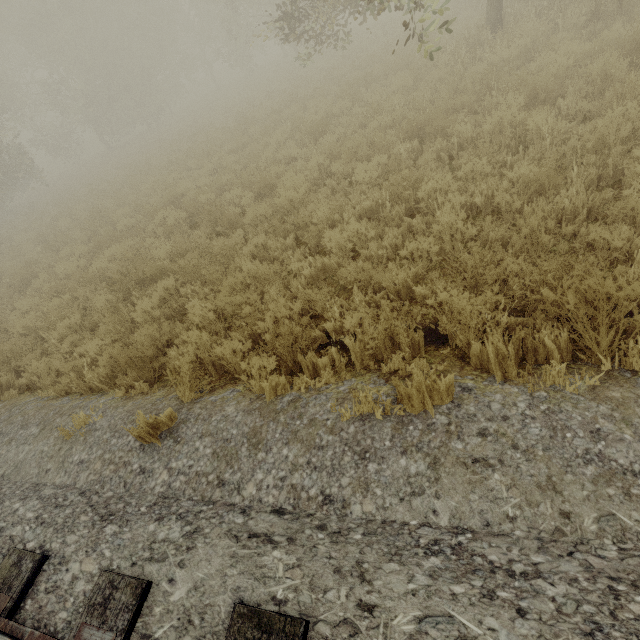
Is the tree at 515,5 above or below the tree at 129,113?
below

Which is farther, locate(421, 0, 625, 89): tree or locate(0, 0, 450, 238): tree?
locate(0, 0, 450, 238): tree

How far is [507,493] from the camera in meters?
2.0 m

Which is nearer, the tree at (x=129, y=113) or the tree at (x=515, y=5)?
the tree at (x=515, y=5)

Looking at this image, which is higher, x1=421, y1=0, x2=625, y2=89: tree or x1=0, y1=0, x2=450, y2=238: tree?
x1=0, y1=0, x2=450, y2=238: tree
